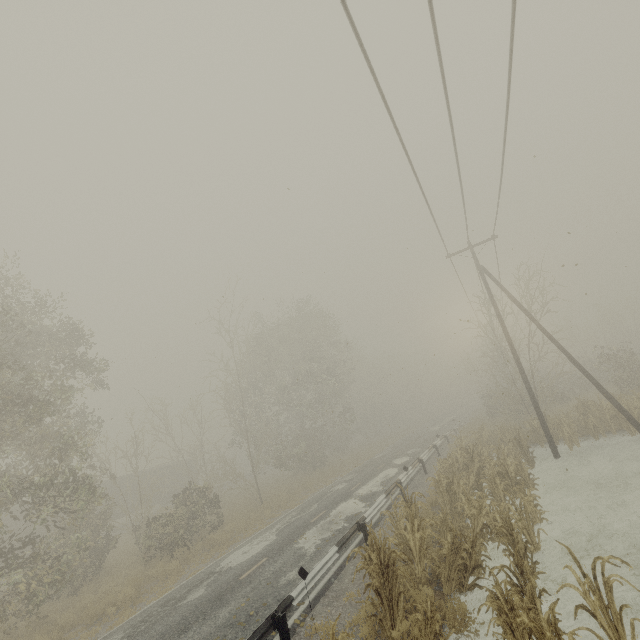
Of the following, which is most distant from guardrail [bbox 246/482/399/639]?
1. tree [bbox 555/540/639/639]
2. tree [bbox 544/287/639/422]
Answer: tree [bbox 555/540/639/639]

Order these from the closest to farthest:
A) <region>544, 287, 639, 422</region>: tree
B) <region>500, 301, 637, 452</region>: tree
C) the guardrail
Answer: the guardrail, <region>500, 301, 637, 452</region>: tree, <region>544, 287, 639, 422</region>: tree

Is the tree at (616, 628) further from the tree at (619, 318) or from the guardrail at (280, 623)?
the tree at (619, 318)

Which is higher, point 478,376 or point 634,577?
point 478,376

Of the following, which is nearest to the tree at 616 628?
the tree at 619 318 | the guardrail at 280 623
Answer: the guardrail at 280 623

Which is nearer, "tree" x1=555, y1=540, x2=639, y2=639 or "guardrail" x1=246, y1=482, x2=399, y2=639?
"tree" x1=555, y1=540, x2=639, y2=639

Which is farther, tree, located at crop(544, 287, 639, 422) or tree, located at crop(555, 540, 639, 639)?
tree, located at crop(544, 287, 639, 422)

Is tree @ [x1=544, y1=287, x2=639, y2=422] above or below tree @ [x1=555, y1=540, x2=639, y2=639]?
above
